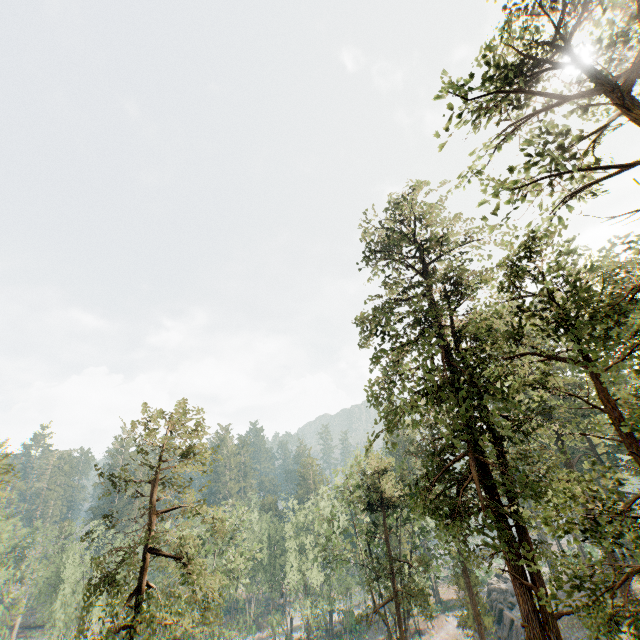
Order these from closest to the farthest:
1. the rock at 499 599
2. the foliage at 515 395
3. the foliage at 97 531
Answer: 1. the foliage at 515 395
2. the foliage at 97 531
3. the rock at 499 599

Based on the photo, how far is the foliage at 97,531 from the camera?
18.2 meters

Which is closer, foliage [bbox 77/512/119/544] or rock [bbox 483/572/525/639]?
foliage [bbox 77/512/119/544]

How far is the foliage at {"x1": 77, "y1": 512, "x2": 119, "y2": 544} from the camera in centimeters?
1823cm

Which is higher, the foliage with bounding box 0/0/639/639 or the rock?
the foliage with bounding box 0/0/639/639

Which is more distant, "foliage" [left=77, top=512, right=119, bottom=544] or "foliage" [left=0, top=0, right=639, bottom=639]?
"foliage" [left=77, top=512, right=119, bottom=544]

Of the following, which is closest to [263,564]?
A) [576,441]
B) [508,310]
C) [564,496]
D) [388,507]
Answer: [388,507]
